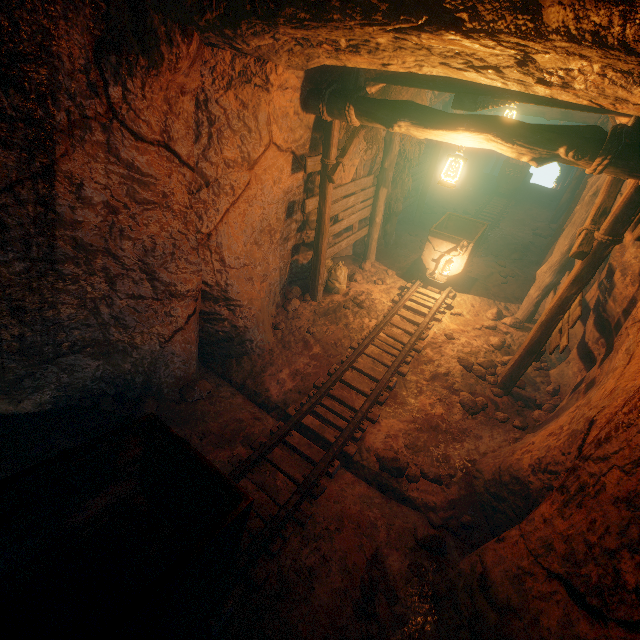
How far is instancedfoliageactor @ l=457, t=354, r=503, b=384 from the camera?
5.8m

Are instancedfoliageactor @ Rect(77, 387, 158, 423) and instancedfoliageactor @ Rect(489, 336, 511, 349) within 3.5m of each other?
no

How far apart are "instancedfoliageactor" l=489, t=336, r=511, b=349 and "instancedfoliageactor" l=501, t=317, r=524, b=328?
0.5 meters

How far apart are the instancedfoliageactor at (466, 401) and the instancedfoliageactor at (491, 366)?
0.3 meters

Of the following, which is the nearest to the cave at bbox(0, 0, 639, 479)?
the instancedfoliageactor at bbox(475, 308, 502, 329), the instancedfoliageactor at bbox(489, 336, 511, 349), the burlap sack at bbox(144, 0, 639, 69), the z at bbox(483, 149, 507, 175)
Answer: the burlap sack at bbox(144, 0, 639, 69)

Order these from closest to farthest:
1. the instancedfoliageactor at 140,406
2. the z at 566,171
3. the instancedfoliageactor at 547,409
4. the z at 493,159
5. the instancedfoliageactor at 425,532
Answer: the instancedfoliageactor at 425,532 < the instancedfoliageactor at 140,406 < the instancedfoliageactor at 547,409 < the z at 566,171 < the z at 493,159

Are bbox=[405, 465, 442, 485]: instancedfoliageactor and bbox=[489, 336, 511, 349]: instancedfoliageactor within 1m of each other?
no

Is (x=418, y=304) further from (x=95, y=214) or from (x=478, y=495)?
(x=95, y=214)
